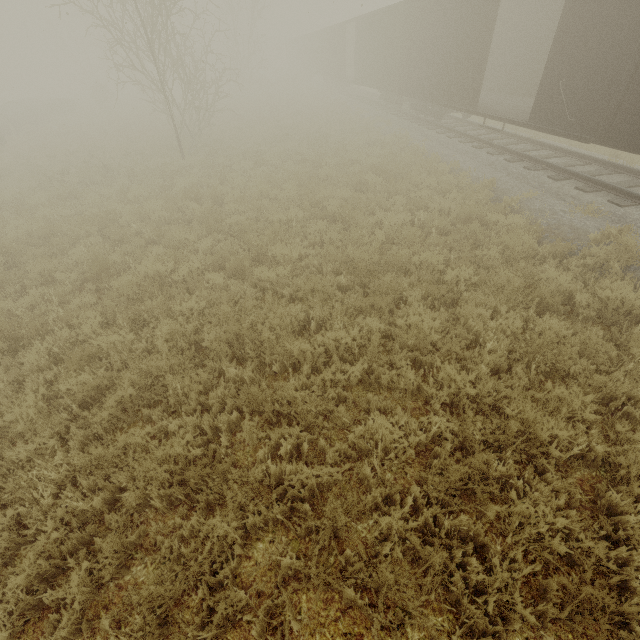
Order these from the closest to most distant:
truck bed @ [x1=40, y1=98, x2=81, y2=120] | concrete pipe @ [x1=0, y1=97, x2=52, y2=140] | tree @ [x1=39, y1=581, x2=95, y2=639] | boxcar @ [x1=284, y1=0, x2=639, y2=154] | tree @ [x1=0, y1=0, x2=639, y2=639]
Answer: tree @ [x1=39, y1=581, x2=95, y2=639] < tree @ [x1=0, y1=0, x2=639, y2=639] < boxcar @ [x1=284, y1=0, x2=639, y2=154] < concrete pipe @ [x1=0, y1=97, x2=52, y2=140] < truck bed @ [x1=40, y1=98, x2=81, y2=120]

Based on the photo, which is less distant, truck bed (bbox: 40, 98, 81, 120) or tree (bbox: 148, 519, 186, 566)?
tree (bbox: 148, 519, 186, 566)

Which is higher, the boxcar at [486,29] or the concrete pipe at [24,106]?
the boxcar at [486,29]

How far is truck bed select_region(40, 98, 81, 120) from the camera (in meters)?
29.73

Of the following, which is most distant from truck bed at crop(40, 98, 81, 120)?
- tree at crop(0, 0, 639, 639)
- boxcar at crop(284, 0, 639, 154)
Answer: boxcar at crop(284, 0, 639, 154)

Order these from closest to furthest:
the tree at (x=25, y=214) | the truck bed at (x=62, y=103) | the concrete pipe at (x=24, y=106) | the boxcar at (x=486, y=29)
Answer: the tree at (x=25, y=214), the boxcar at (x=486, y=29), the concrete pipe at (x=24, y=106), the truck bed at (x=62, y=103)

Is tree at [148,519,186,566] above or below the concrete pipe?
below

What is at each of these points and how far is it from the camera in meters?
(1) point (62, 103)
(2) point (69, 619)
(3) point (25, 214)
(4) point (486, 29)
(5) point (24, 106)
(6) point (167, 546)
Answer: (1) truck bed, 31.6
(2) tree, 2.8
(3) tree, 9.6
(4) boxcar, 10.4
(5) concrete pipe, 27.0
(6) tree, 3.1
